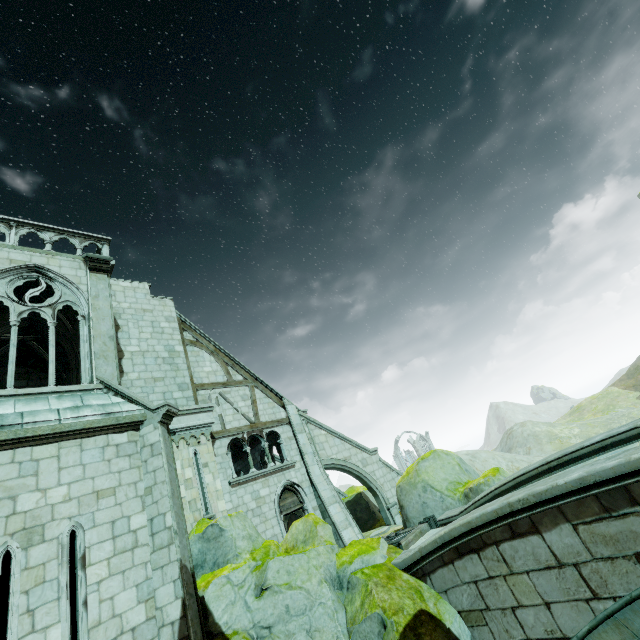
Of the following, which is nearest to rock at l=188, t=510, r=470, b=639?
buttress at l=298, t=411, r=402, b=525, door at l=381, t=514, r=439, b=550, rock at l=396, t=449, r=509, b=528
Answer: door at l=381, t=514, r=439, b=550

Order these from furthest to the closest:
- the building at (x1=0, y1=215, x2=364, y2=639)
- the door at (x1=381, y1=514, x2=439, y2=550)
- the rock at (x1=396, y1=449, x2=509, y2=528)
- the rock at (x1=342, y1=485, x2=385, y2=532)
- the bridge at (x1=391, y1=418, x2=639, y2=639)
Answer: the rock at (x1=342, y1=485, x2=385, y2=532) → the rock at (x1=396, y1=449, x2=509, y2=528) → the door at (x1=381, y1=514, x2=439, y2=550) → the building at (x1=0, y1=215, x2=364, y2=639) → the bridge at (x1=391, y1=418, x2=639, y2=639)

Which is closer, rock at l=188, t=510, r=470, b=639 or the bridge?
the bridge

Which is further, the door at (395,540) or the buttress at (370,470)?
the buttress at (370,470)

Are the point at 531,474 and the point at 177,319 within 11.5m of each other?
no

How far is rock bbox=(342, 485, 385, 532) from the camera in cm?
1851

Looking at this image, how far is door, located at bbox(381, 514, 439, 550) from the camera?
9.7 meters

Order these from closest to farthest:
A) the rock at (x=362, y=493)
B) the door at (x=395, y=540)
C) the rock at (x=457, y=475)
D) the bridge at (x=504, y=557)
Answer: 1. the bridge at (x=504, y=557)
2. the door at (x=395, y=540)
3. the rock at (x=457, y=475)
4. the rock at (x=362, y=493)
